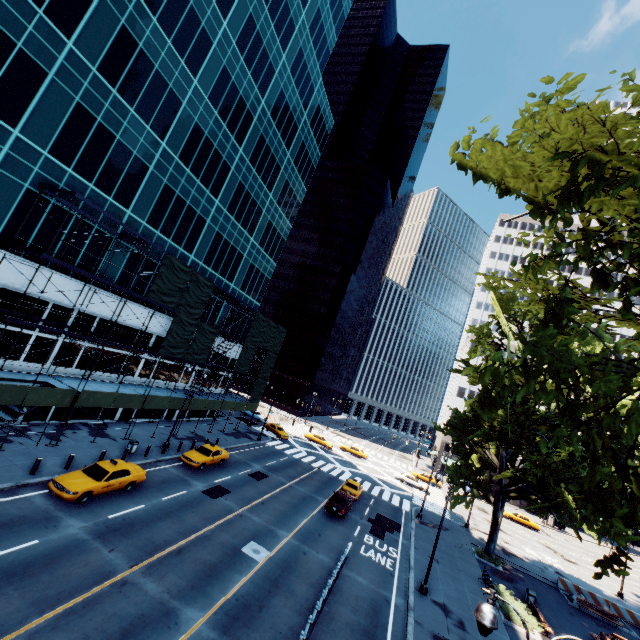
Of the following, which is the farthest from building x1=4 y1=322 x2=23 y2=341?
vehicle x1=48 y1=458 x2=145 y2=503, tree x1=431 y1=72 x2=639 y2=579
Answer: tree x1=431 y1=72 x2=639 y2=579

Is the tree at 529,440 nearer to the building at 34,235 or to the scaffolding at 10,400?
the scaffolding at 10,400

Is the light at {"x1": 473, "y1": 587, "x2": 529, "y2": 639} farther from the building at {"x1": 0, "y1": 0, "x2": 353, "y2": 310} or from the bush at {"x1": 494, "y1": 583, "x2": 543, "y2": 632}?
the building at {"x1": 0, "y1": 0, "x2": 353, "y2": 310}

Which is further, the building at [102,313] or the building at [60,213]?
the building at [102,313]

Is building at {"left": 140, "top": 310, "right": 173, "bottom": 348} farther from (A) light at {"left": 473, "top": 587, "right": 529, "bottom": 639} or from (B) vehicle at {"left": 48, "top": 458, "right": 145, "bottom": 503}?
(A) light at {"left": 473, "top": 587, "right": 529, "bottom": 639}

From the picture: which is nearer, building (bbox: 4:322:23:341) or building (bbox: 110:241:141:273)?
building (bbox: 4:322:23:341)

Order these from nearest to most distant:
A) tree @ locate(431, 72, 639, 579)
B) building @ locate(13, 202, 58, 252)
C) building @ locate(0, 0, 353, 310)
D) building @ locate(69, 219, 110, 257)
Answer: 1. tree @ locate(431, 72, 639, 579)
2. building @ locate(0, 0, 353, 310)
3. building @ locate(13, 202, 58, 252)
4. building @ locate(69, 219, 110, 257)

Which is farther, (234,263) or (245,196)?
(234,263)
